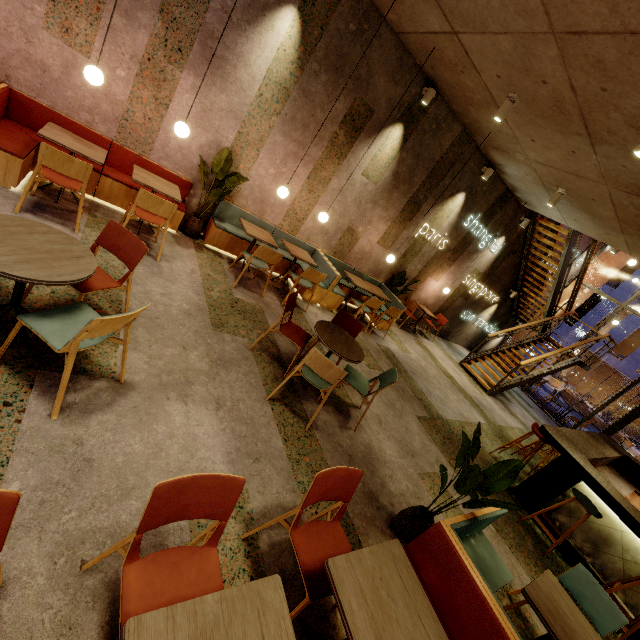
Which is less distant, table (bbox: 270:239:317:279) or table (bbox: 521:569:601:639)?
table (bbox: 521:569:601:639)

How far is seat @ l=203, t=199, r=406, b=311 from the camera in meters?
5.9

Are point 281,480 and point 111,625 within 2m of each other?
yes

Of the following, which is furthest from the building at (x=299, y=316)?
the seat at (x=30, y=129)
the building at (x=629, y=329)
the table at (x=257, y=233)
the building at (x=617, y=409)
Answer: the building at (x=617, y=409)

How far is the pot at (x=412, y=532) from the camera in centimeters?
298cm

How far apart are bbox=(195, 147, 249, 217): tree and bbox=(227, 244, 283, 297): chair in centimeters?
91cm

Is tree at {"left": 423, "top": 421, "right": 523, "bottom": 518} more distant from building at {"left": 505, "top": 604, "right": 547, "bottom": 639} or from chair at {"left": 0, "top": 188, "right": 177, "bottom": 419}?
chair at {"left": 0, "top": 188, "right": 177, "bottom": 419}

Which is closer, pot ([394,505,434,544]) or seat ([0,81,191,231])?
pot ([394,505,434,544])
